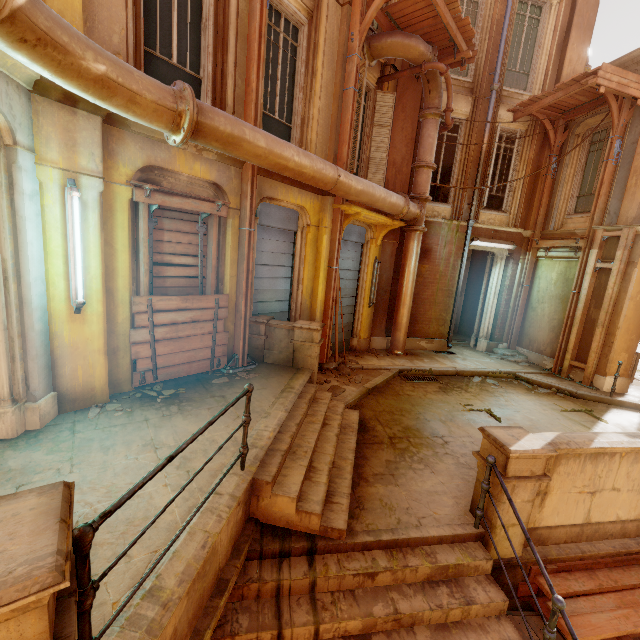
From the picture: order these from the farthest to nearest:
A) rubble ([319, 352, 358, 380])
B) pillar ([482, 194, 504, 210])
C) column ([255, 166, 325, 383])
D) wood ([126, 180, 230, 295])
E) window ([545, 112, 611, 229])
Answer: pillar ([482, 194, 504, 210])
window ([545, 112, 611, 229])
rubble ([319, 352, 358, 380])
column ([255, 166, 325, 383])
wood ([126, 180, 230, 295])

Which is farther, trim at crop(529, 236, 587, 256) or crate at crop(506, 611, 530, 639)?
trim at crop(529, 236, 587, 256)

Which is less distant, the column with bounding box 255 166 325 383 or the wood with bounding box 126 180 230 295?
the wood with bounding box 126 180 230 295

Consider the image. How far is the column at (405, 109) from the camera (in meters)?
9.50

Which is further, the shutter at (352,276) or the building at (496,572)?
the shutter at (352,276)

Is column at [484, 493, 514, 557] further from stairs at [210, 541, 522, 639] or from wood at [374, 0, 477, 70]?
wood at [374, 0, 477, 70]

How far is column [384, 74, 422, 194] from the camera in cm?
950

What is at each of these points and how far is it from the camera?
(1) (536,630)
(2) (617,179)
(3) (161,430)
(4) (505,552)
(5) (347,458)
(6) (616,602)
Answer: (1) crate, 3.68m
(2) window, 9.17m
(3) building, 4.18m
(4) column, 3.91m
(5) stairs, 4.86m
(6) trim, 3.76m
